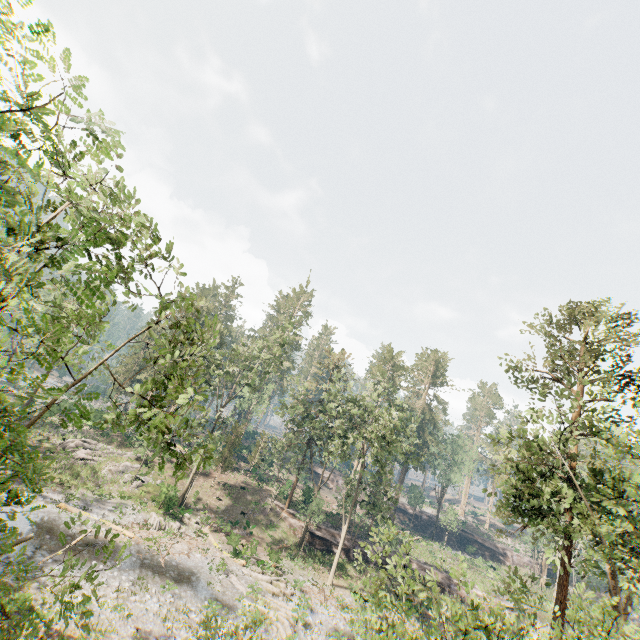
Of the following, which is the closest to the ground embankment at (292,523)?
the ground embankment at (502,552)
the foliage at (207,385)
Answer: the foliage at (207,385)

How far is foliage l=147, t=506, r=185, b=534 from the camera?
27.4 meters

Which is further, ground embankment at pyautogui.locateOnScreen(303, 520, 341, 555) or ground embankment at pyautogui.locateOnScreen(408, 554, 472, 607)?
ground embankment at pyautogui.locateOnScreen(408, 554, 472, 607)

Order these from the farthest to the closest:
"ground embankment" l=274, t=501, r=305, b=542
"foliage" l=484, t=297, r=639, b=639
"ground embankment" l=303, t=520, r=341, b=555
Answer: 1. "ground embankment" l=274, t=501, r=305, b=542
2. "ground embankment" l=303, t=520, r=341, b=555
3. "foliage" l=484, t=297, r=639, b=639

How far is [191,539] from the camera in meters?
28.2

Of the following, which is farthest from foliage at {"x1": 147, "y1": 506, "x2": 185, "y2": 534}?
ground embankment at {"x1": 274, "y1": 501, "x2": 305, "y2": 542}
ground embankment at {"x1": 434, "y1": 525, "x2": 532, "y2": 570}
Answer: ground embankment at {"x1": 434, "y1": 525, "x2": 532, "y2": 570}

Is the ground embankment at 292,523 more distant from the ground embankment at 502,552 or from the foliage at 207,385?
the ground embankment at 502,552
